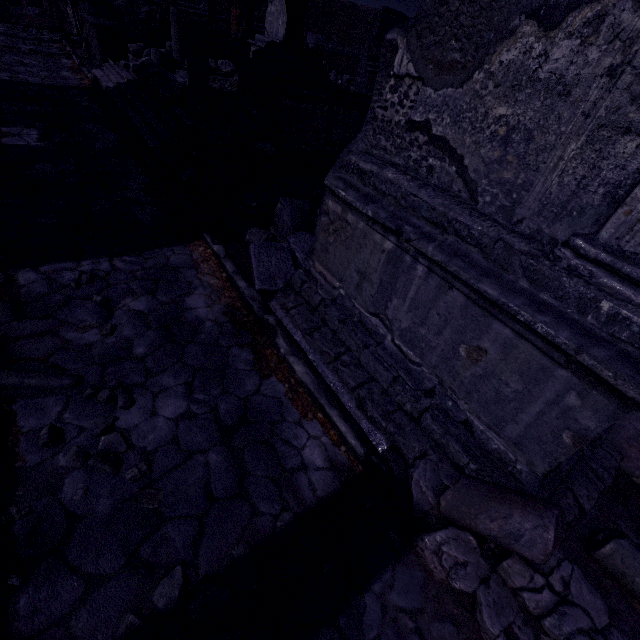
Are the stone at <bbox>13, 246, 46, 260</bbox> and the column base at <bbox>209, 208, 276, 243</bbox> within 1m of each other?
no

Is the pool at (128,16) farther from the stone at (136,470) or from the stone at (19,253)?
the stone at (136,470)

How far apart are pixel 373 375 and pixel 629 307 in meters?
1.8 m

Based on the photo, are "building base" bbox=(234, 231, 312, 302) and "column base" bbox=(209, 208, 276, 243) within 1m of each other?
yes

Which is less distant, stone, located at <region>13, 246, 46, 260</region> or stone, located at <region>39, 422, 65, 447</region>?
stone, located at <region>39, 422, 65, 447</region>

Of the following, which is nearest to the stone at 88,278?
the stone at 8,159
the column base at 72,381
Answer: the column base at 72,381

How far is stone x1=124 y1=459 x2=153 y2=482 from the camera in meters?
2.3

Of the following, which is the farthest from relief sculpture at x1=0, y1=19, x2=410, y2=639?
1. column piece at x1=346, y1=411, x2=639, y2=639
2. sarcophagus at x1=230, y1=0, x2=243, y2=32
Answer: sarcophagus at x1=230, y1=0, x2=243, y2=32
